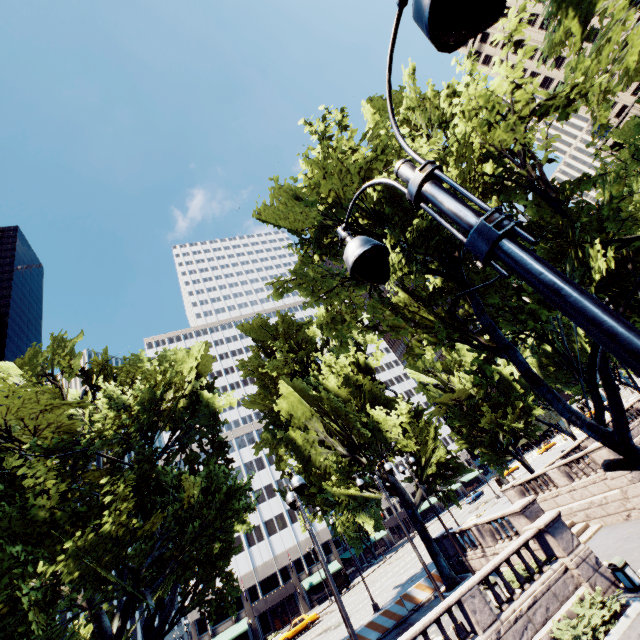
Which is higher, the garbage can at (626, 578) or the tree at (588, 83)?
the tree at (588, 83)

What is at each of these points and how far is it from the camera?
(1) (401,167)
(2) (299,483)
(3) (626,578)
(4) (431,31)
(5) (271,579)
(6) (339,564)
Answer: (1) light, 2.4m
(2) light, 9.4m
(3) garbage can, 13.0m
(4) light, 1.8m
(5) building, 52.9m
(6) building, 53.9m

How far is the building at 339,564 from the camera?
54.4 meters

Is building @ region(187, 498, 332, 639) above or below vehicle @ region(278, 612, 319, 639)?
above

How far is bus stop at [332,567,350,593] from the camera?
48.1 meters

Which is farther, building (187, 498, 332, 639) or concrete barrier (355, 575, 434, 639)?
building (187, 498, 332, 639)

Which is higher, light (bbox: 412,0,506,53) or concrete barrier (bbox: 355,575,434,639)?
light (bbox: 412,0,506,53)

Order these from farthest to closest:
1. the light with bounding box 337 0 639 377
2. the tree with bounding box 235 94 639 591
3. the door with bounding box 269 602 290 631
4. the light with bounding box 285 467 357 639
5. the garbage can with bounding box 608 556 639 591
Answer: the door with bounding box 269 602 290 631 < the garbage can with bounding box 608 556 639 591 < the tree with bounding box 235 94 639 591 < the light with bounding box 285 467 357 639 < the light with bounding box 337 0 639 377
